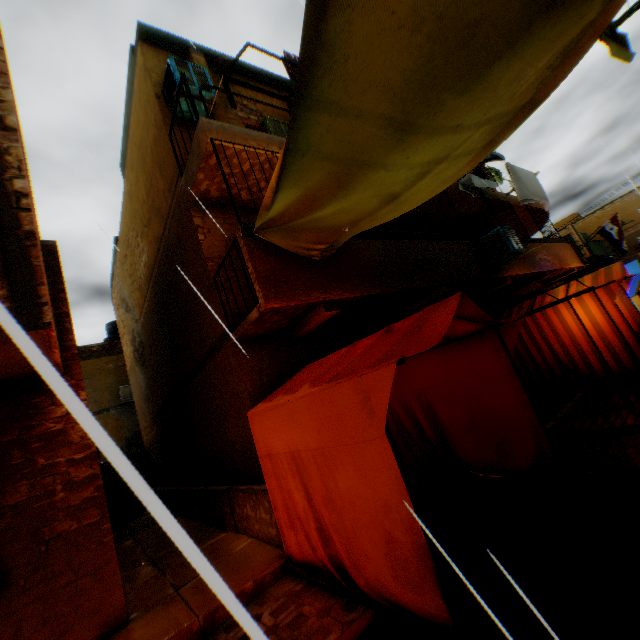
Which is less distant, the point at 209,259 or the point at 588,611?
the point at 588,611

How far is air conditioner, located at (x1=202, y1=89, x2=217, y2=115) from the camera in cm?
677

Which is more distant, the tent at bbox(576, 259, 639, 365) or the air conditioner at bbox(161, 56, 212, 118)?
the tent at bbox(576, 259, 639, 365)

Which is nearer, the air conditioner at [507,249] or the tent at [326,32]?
the tent at [326,32]

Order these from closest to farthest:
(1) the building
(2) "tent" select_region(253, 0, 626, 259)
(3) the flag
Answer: (2) "tent" select_region(253, 0, 626, 259), (1) the building, (3) the flag

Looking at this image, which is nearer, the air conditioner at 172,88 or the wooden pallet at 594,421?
the wooden pallet at 594,421

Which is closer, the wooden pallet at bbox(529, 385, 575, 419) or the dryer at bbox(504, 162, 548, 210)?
the wooden pallet at bbox(529, 385, 575, 419)

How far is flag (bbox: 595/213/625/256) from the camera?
15.5m
